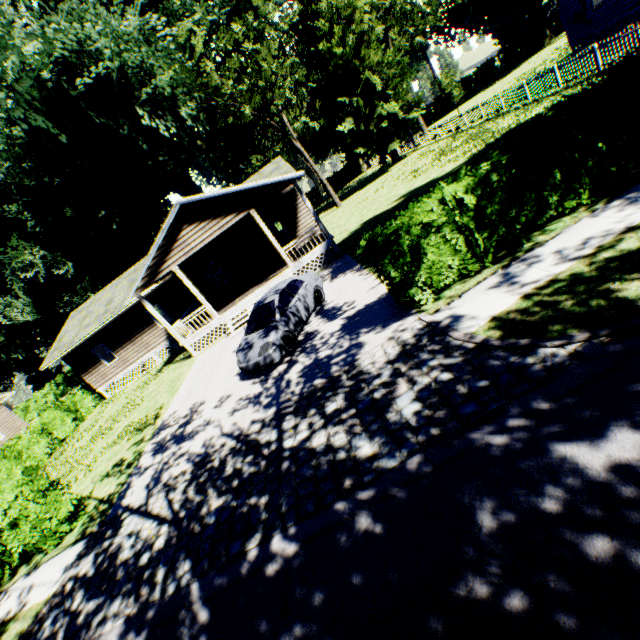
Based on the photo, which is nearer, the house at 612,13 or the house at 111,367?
the house at 111,367

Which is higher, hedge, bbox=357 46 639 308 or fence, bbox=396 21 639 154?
hedge, bbox=357 46 639 308

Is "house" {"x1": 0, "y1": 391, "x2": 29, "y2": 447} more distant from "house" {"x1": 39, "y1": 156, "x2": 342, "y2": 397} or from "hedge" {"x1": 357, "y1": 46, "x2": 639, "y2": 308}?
"hedge" {"x1": 357, "y1": 46, "x2": 639, "y2": 308}

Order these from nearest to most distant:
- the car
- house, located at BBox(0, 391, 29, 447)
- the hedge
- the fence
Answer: the hedge, the car, the fence, house, located at BBox(0, 391, 29, 447)

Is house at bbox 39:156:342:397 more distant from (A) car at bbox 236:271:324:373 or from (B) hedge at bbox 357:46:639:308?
(B) hedge at bbox 357:46:639:308

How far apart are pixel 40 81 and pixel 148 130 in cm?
932

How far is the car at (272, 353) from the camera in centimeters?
988cm

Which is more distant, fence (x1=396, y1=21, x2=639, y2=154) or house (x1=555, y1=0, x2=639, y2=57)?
house (x1=555, y1=0, x2=639, y2=57)
